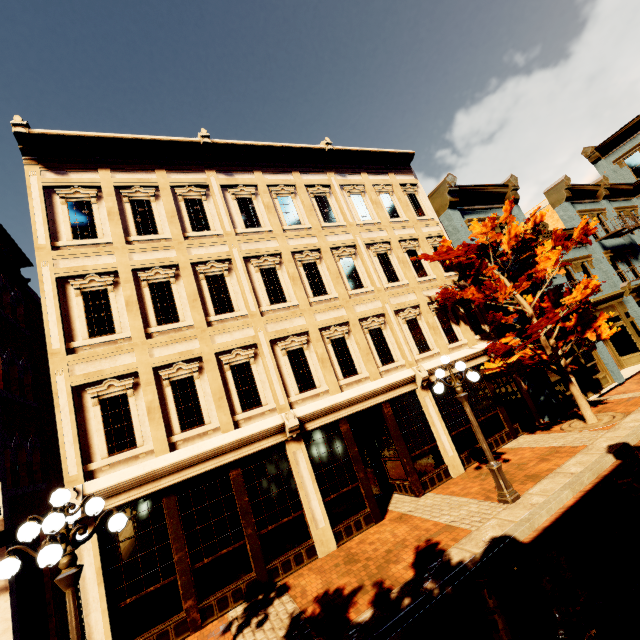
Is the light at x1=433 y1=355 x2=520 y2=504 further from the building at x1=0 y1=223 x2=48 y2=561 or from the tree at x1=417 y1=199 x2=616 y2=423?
the building at x1=0 y1=223 x2=48 y2=561

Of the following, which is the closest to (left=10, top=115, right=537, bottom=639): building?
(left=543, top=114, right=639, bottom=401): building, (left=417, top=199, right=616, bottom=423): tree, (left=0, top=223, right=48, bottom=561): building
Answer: (left=543, top=114, right=639, bottom=401): building

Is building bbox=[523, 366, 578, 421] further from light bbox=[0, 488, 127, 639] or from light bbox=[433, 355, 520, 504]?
light bbox=[0, 488, 127, 639]

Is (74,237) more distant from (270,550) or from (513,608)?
(513,608)

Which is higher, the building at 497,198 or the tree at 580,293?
the building at 497,198

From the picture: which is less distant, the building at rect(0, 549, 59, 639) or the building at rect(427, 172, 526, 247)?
the building at rect(0, 549, 59, 639)

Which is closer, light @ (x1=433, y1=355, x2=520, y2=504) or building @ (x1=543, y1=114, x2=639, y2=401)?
light @ (x1=433, y1=355, x2=520, y2=504)

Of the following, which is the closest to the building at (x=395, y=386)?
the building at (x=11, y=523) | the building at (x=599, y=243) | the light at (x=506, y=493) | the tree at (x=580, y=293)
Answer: the building at (x=599, y=243)
